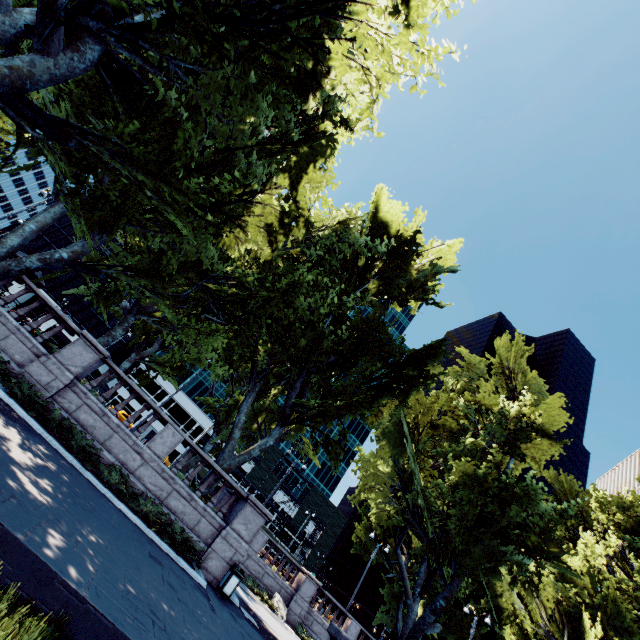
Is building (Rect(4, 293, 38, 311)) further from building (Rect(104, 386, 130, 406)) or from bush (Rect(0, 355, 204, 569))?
bush (Rect(0, 355, 204, 569))

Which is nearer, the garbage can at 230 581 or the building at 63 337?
the garbage can at 230 581

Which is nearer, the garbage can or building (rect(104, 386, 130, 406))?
the garbage can

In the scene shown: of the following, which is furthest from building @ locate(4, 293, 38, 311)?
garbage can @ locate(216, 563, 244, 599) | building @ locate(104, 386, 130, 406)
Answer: garbage can @ locate(216, 563, 244, 599)

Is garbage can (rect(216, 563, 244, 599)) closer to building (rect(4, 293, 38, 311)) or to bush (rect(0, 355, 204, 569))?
bush (rect(0, 355, 204, 569))

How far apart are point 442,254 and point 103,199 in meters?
22.3 m

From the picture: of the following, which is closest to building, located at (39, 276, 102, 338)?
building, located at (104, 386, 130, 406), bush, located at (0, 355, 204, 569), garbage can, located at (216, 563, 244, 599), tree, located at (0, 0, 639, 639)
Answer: building, located at (104, 386, 130, 406)

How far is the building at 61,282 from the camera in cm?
5846
